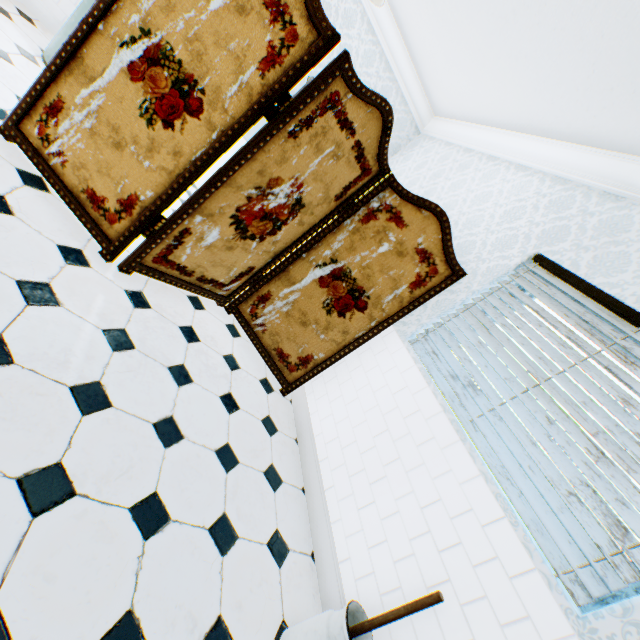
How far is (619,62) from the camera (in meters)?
1.93

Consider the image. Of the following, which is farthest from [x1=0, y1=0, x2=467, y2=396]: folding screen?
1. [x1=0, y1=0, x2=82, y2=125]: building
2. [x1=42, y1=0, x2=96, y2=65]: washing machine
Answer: [x1=42, y1=0, x2=96, y2=65]: washing machine

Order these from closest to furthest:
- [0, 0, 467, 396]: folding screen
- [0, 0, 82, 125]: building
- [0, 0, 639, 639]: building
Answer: [0, 0, 639, 639]: building, [0, 0, 467, 396]: folding screen, [0, 0, 82, 125]: building

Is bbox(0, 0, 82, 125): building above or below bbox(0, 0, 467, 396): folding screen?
below

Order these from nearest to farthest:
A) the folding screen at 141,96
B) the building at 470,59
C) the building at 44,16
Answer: the building at 470,59, the folding screen at 141,96, the building at 44,16

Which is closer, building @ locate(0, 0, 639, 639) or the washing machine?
building @ locate(0, 0, 639, 639)

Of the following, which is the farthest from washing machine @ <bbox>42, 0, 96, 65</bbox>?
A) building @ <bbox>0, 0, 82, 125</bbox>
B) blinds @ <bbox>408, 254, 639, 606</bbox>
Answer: blinds @ <bbox>408, 254, 639, 606</bbox>

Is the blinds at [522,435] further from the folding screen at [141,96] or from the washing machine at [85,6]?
the washing machine at [85,6]
